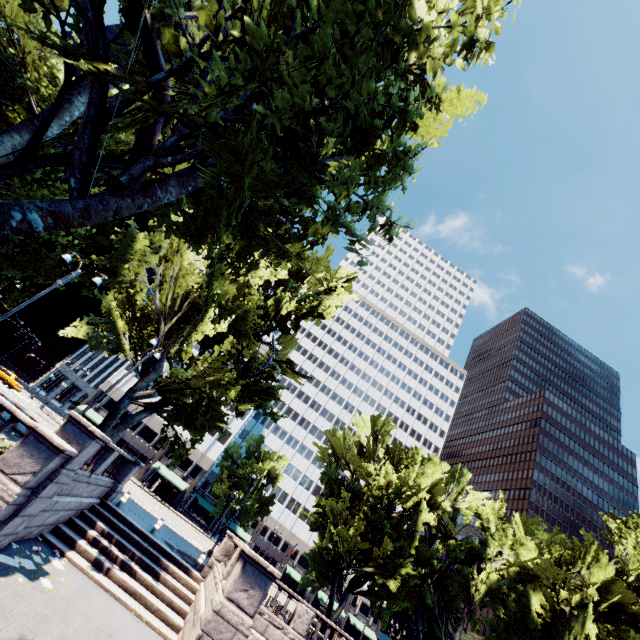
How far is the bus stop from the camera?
47.3m

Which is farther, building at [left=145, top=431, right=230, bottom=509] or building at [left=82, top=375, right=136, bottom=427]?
building at [left=82, top=375, right=136, bottom=427]

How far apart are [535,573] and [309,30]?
38.9 meters

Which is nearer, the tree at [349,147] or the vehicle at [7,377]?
the tree at [349,147]

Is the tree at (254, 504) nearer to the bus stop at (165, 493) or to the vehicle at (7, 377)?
the bus stop at (165, 493)

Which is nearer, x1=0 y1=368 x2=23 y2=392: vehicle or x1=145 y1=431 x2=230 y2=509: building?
x1=0 y1=368 x2=23 y2=392: vehicle

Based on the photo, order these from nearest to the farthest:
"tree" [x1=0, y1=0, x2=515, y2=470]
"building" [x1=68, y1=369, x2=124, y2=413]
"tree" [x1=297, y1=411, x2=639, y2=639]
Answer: "tree" [x1=0, y1=0, x2=515, y2=470]
"tree" [x1=297, y1=411, x2=639, y2=639]
"building" [x1=68, y1=369, x2=124, y2=413]

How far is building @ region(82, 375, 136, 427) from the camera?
54.09m
